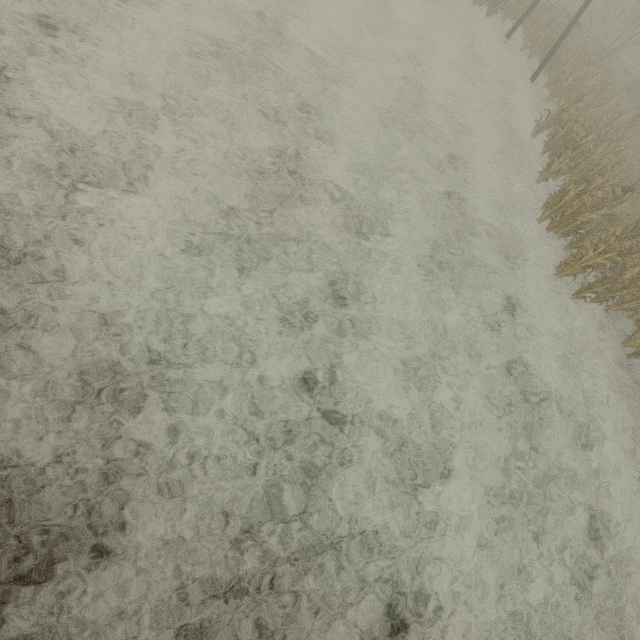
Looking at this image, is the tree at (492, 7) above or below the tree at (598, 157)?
below

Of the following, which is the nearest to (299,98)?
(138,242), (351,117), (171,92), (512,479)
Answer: (351,117)

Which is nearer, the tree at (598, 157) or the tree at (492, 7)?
the tree at (598, 157)

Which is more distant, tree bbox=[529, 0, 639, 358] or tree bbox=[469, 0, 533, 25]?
tree bbox=[469, 0, 533, 25]

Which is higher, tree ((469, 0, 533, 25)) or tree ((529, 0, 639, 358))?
tree ((529, 0, 639, 358))
